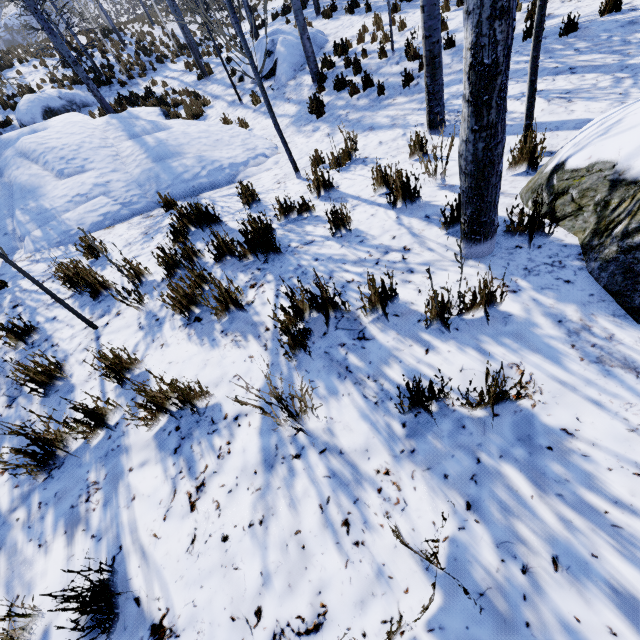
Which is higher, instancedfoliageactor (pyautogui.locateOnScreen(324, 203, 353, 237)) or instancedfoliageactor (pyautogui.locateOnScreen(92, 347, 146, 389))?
instancedfoliageactor (pyautogui.locateOnScreen(92, 347, 146, 389))

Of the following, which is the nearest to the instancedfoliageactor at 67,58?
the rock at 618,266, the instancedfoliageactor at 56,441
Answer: the rock at 618,266

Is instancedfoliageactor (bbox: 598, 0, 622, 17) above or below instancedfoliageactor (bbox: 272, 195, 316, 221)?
below

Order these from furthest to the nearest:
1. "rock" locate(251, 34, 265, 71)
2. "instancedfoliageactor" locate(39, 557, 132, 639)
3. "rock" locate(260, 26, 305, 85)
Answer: "rock" locate(251, 34, 265, 71) < "rock" locate(260, 26, 305, 85) < "instancedfoliageactor" locate(39, 557, 132, 639)

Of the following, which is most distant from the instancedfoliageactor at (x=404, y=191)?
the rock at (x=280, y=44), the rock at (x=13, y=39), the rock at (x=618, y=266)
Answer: the rock at (x=13, y=39)

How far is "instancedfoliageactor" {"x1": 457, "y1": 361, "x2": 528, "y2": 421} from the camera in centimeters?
149cm

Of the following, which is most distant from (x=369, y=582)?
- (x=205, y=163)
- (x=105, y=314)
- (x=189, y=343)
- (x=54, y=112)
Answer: (x=54, y=112)
